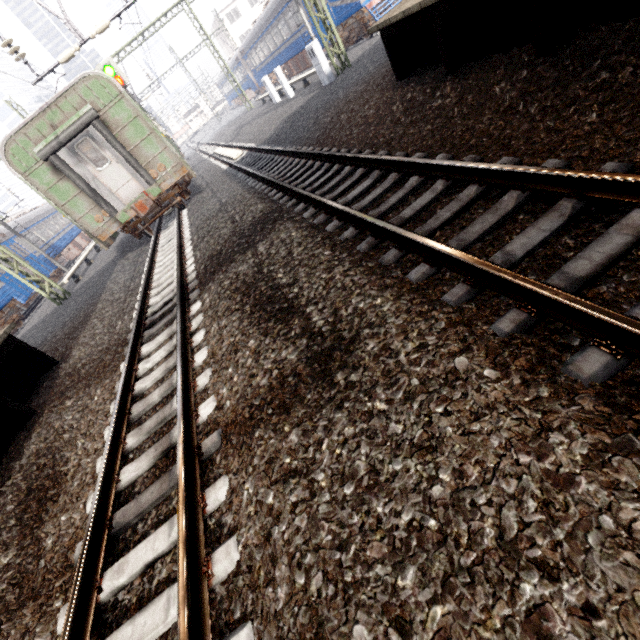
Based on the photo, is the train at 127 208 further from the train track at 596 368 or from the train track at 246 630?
the train track at 596 368

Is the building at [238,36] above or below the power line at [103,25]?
above

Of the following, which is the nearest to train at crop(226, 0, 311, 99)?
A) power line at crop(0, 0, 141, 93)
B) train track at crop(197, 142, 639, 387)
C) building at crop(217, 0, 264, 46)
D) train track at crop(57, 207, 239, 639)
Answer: building at crop(217, 0, 264, 46)

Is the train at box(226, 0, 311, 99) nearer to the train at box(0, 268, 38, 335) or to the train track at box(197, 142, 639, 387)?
the train track at box(197, 142, 639, 387)

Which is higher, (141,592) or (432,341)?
(432,341)

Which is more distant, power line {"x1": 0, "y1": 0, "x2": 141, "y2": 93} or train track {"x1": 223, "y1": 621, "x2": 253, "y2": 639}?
power line {"x1": 0, "y1": 0, "x2": 141, "y2": 93}

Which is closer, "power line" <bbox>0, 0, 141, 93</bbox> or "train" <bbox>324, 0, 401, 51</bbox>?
"power line" <bbox>0, 0, 141, 93</bbox>

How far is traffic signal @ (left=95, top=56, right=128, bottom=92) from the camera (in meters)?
15.18
